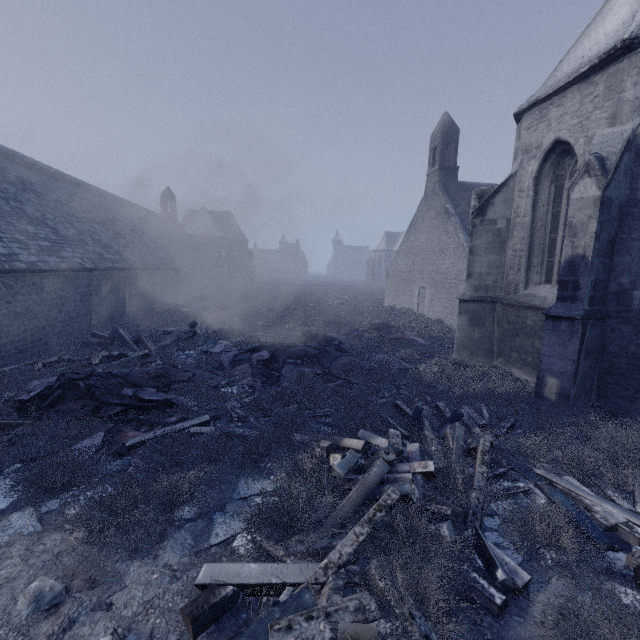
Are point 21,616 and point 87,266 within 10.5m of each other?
no

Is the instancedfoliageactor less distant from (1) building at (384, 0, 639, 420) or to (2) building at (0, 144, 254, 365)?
(2) building at (0, 144, 254, 365)

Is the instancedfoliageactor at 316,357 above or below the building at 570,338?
below

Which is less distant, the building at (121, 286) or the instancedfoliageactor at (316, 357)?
the instancedfoliageactor at (316, 357)

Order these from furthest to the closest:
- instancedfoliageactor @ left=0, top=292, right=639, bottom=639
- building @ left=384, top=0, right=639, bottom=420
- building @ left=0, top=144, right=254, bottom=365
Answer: building @ left=0, top=144, right=254, bottom=365
building @ left=384, top=0, right=639, bottom=420
instancedfoliageactor @ left=0, top=292, right=639, bottom=639

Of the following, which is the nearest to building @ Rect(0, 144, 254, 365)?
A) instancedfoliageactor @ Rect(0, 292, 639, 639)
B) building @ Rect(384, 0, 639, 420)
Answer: instancedfoliageactor @ Rect(0, 292, 639, 639)
